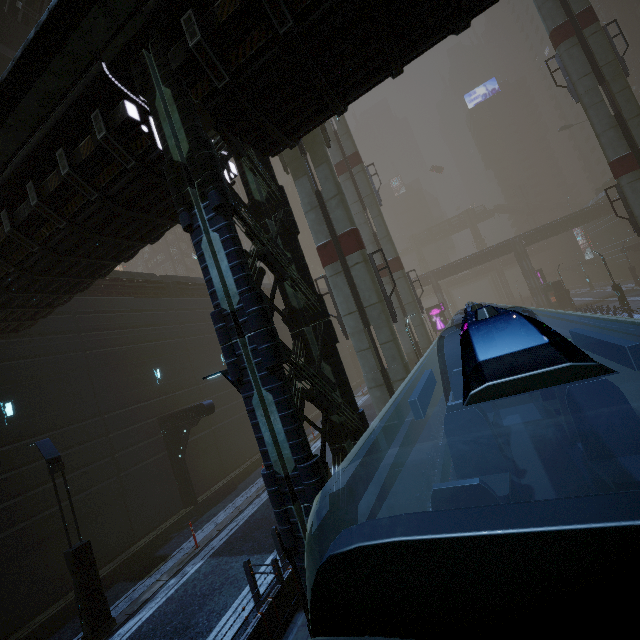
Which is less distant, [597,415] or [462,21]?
[597,415]

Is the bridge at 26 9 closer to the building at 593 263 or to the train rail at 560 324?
the building at 593 263

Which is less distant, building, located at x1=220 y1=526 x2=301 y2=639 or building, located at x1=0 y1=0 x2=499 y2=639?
building, located at x1=0 y1=0 x2=499 y2=639

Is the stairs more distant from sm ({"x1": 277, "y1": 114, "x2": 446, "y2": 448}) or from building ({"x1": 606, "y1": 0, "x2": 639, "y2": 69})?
building ({"x1": 606, "y1": 0, "x2": 639, "y2": 69})

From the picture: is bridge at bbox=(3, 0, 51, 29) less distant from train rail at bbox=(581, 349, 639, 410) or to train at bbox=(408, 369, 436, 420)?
train at bbox=(408, 369, 436, 420)

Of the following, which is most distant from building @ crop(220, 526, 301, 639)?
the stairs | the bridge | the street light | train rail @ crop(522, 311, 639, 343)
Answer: the bridge

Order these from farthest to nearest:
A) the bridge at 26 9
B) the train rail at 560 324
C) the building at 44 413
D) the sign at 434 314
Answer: the sign at 434 314 < the train rail at 560 324 < the bridge at 26 9 < the building at 44 413

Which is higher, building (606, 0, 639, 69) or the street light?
building (606, 0, 639, 69)
